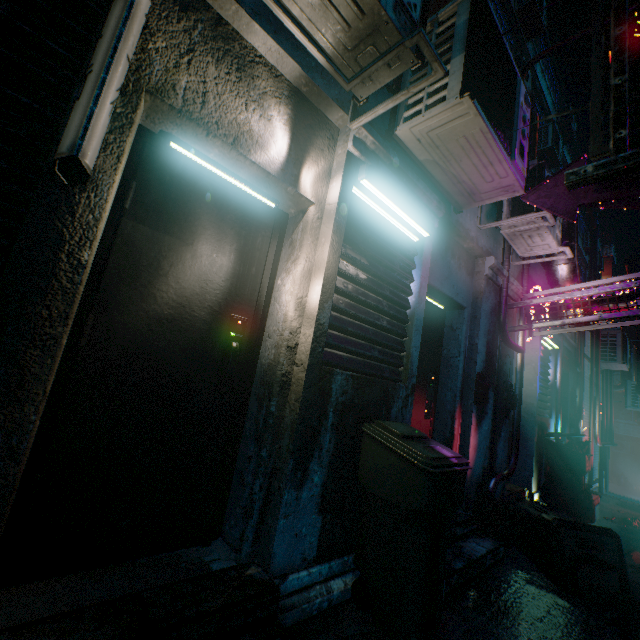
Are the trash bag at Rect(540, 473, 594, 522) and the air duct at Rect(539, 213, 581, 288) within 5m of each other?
yes

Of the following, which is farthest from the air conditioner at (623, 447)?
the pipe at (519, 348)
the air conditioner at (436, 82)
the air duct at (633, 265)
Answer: the air conditioner at (436, 82)

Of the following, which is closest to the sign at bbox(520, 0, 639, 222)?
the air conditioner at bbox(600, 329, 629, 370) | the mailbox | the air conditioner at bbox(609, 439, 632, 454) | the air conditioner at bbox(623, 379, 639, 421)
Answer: the mailbox

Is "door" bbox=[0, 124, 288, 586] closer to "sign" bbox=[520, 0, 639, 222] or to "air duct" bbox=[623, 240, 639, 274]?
"sign" bbox=[520, 0, 639, 222]

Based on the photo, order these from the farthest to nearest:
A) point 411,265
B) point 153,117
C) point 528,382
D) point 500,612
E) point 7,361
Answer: point 528,382
point 411,265
point 500,612
point 153,117
point 7,361

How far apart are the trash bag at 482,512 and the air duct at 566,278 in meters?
2.7

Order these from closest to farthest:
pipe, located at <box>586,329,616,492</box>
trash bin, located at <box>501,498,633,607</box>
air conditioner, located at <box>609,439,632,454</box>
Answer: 1. trash bin, located at <box>501,498,633,607</box>
2. pipe, located at <box>586,329,616,492</box>
3. air conditioner, located at <box>609,439,632,454</box>

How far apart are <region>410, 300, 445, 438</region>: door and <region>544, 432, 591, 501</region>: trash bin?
3.13m
